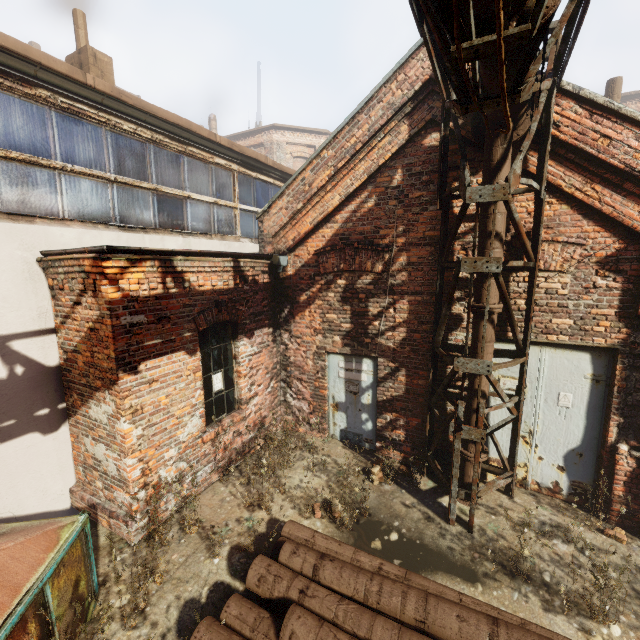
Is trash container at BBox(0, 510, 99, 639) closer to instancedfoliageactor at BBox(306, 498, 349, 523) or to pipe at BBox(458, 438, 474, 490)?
instancedfoliageactor at BBox(306, 498, 349, 523)

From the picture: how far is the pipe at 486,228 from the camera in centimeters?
441cm

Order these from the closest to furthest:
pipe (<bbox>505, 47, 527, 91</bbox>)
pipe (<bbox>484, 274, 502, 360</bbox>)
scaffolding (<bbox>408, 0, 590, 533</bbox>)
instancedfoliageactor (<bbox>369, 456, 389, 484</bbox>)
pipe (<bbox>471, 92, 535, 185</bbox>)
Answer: scaffolding (<bbox>408, 0, 590, 533</bbox>) → pipe (<bbox>505, 47, 527, 91</bbox>) → pipe (<bbox>471, 92, 535, 185</bbox>) → pipe (<bbox>484, 274, 502, 360</bbox>) → instancedfoliageactor (<bbox>369, 456, 389, 484</bbox>)

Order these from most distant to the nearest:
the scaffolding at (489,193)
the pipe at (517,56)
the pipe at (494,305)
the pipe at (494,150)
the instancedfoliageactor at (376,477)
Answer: the instancedfoliageactor at (376,477) → the pipe at (494,305) → the pipe at (494,150) → the pipe at (517,56) → the scaffolding at (489,193)

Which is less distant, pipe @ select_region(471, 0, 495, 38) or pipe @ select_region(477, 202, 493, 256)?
pipe @ select_region(471, 0, 495, 38)

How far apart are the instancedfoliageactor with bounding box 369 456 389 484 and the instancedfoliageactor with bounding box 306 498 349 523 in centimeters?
86cm

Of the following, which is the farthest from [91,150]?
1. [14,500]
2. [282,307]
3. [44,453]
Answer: [14,500]

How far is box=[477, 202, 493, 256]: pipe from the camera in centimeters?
441cm
